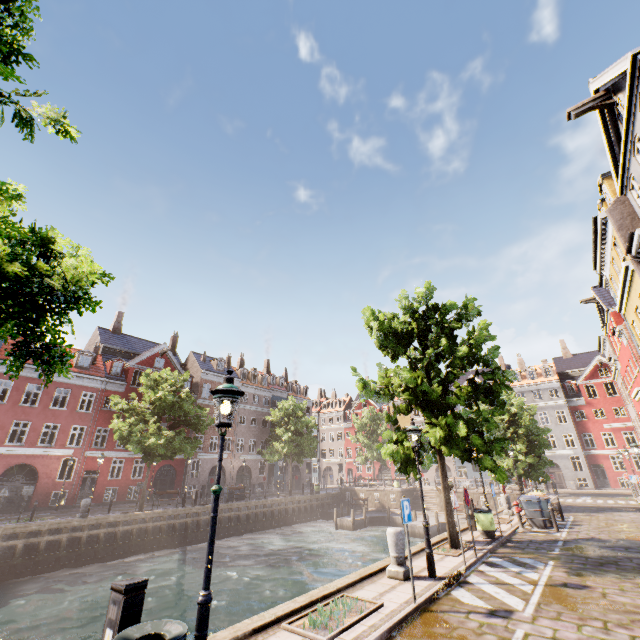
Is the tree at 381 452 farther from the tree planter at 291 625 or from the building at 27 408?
the tree planter at 291 625

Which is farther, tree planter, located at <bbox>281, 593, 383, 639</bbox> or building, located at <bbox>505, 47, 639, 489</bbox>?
building, located at <bbox>505, 47, 639, 489</bbox>

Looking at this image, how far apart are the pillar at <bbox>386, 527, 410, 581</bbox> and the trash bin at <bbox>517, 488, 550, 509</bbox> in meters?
12.3

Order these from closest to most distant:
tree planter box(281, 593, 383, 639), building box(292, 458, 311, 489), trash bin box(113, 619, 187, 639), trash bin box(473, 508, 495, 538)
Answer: trash bin box(113, 619, 187, 639) → tree planter box(281, 593, 383, 639) → trash bin box(473, 508, 495, 538) → building box(292, 458, 311, 489)

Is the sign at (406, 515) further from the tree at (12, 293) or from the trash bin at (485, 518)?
the trash bin at (485, 518)

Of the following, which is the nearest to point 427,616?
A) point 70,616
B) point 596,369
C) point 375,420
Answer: point 70,616

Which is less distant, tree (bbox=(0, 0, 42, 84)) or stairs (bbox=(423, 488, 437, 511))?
tree (bbox=(0, 0, 42, 84))

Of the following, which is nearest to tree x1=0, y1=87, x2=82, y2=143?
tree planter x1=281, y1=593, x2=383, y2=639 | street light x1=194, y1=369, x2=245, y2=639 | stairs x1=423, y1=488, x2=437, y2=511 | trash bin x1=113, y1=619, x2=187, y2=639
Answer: street light x1=194, y1=369, x2=245, y2=639
